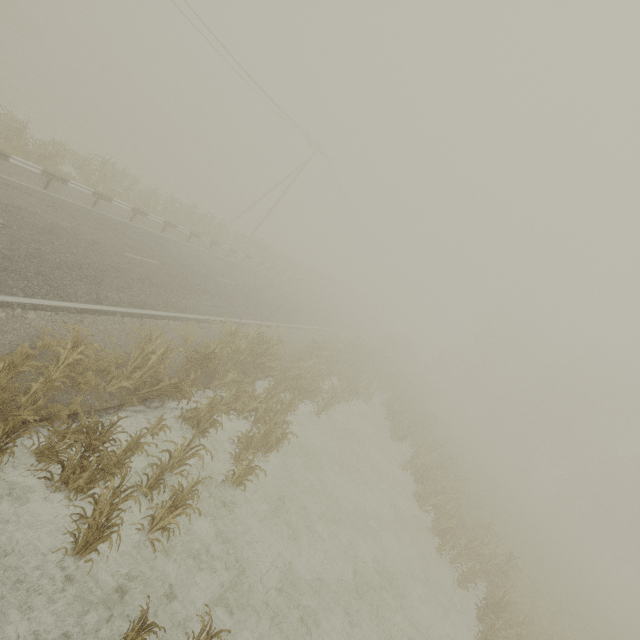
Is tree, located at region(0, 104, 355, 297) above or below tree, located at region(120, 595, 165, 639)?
above

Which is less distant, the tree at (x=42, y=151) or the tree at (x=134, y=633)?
the tree at (x=134, y=633)

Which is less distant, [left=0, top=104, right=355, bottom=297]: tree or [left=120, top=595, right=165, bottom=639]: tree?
[left=120, top=595, right=165, bottom=639]: tree

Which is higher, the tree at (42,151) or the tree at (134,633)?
the tree at (42,151)

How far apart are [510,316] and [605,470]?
22.6m
